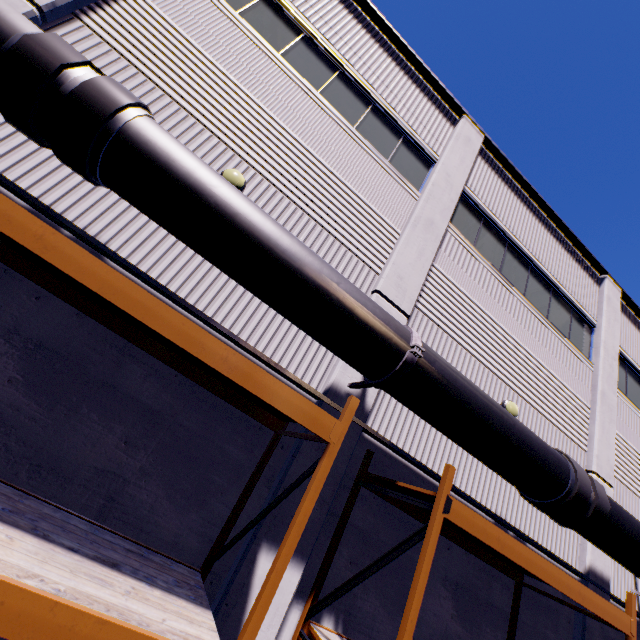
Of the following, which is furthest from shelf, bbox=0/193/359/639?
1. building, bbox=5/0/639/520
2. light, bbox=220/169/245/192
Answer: light, bbox=220/169/245/192

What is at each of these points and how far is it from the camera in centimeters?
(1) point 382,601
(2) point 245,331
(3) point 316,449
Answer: (1) building, 533cm
(2) building, 536cm
(3) building, 521cm

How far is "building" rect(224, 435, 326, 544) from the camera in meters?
4.7

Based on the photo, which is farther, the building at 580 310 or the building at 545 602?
the building at 545 602

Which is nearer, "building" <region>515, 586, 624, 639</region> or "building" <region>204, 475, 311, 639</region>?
"building" <region>204, 475, 311, 639</region>

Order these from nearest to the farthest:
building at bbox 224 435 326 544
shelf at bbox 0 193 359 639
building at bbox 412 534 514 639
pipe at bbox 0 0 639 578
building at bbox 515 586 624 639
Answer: shelf at bbox 0 193 359 639 < pipe at bbox 0 0 639 578 < building at bbox 224 435 326 544 < building at bbox 412 534 514 639 < building at bbox 515 586 624 639

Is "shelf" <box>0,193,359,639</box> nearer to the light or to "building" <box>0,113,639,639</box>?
"building" <box>0,113,639,639</box>

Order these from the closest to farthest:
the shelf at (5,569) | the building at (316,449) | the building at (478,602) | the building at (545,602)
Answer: the shelf at (5,569) → the building at (316,449) → the building at (478,602) → the building at (545,602)
